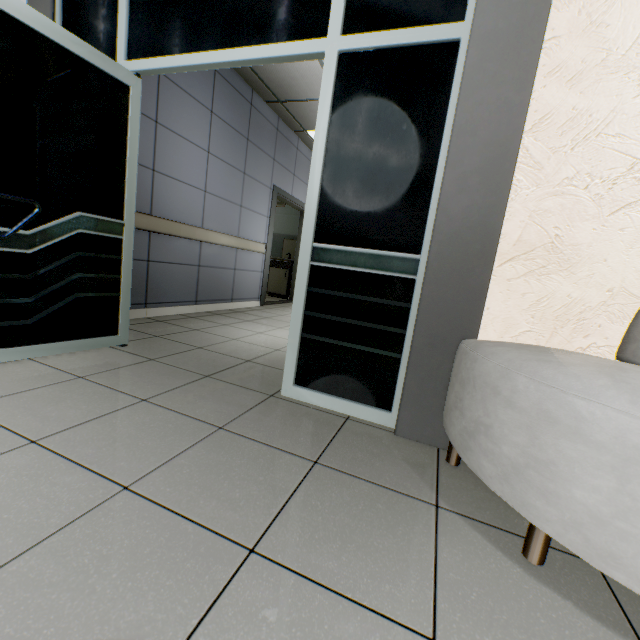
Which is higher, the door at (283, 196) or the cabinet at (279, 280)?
the door at (283, 196)

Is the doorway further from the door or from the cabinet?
the cabinet

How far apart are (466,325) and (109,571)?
1.6 meters

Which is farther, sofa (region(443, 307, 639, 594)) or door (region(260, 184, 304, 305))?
door (region(260, 184, 304, 305))

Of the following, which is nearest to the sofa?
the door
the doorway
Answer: the doorway

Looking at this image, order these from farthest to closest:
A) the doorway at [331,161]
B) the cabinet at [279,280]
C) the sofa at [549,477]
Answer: the cabinet at [279,280]
the doorway at [331,161]
the sofa at [549,477]

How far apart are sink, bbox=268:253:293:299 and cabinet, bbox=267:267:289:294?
0.0 meters

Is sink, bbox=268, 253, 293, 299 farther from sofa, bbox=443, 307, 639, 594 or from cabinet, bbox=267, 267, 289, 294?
sofa, bbox=443, 307, 639, 594
